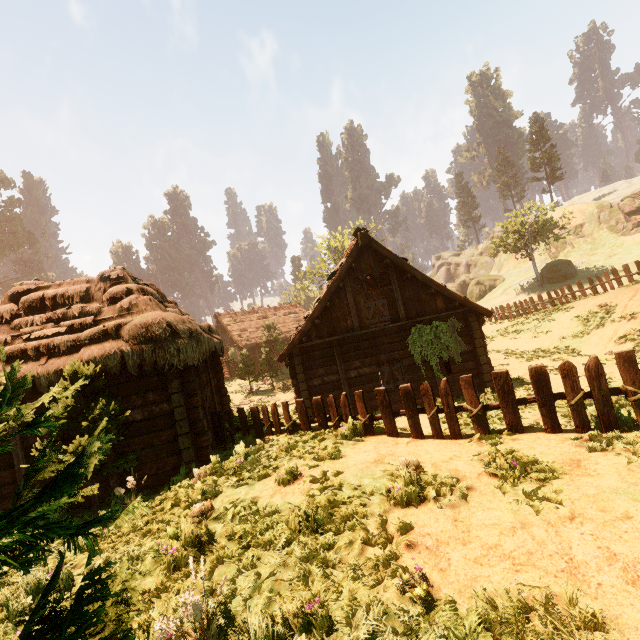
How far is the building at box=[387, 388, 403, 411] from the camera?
13.7 meters

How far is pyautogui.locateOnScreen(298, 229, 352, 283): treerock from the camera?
41.2m

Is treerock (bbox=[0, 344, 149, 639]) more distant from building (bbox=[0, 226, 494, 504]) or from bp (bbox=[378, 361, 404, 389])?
bp (bbox=[378, 361, 404, 389])

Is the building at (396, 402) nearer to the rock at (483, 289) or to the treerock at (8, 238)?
the treerock at (8, 238)

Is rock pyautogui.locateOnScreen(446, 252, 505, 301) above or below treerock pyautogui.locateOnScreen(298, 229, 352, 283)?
below

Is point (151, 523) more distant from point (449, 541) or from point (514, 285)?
point (514, 285)

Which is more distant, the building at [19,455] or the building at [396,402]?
the building at [396,402]

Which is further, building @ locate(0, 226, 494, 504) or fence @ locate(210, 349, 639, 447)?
building @ locate(0, 226, 494, 504)
